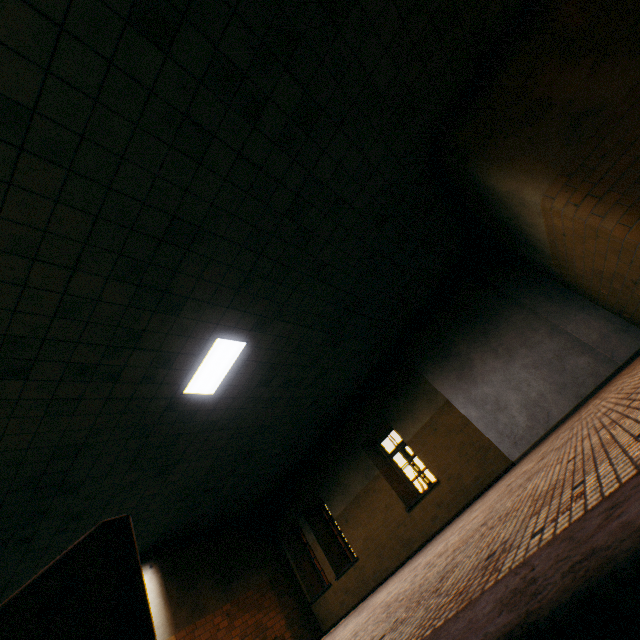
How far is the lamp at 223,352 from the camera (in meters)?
5.44

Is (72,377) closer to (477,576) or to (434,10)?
(477,576)

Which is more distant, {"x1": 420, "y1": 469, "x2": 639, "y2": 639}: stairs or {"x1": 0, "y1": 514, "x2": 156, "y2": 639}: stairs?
{"x1": 0, "y1": 514, "x2": 156, "y2": 639}: stairs

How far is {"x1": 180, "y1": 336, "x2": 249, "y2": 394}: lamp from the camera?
5.4m

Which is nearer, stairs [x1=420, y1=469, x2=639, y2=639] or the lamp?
stairs [x1=420, y1=469, x2=639, y2=639]

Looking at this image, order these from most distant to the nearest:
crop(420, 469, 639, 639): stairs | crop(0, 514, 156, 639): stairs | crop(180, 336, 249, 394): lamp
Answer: crop(180, 336, 249, 394): lamp, crop(0, 514, 156, 639): stairs, crop(420, 469, 639, 639): stairs

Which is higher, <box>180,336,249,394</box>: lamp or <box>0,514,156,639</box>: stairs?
<box>180,336,249,394</box>: lamp

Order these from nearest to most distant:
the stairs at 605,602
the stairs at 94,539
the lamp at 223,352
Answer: the stairs at 605,602 < the stairs at 94,539 < the lamp at 223,352
